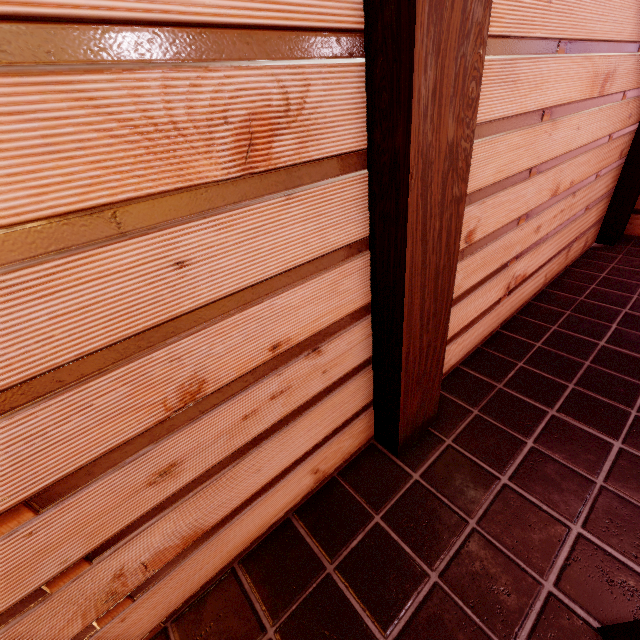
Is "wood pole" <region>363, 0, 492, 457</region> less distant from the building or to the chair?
the building

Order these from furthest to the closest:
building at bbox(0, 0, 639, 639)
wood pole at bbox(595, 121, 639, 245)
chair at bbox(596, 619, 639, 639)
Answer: wood pole at bbox(595, 121, 639, 245), chair at bbox(596, 619, 639, 639), building at bbox(0, 0, 639, 639)

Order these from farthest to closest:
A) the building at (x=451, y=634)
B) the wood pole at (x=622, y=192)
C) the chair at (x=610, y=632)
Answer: the wood pole at (x=622, y=192), the chair at (x=610, y=632), the building at (x=451, y=634)

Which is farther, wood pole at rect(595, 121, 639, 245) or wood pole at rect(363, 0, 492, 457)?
wood pole at rect(595, 121, 639, 245)

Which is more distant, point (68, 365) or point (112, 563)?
point (112, 563)

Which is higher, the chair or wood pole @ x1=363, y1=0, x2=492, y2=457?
wood pole @ x1=363, y1=0, x2=492, y2=457

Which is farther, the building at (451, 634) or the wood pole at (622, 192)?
the wood pole at (622, 192)

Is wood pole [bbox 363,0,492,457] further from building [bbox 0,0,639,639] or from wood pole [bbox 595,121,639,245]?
wood pole [bbox 595,121,639,245]
